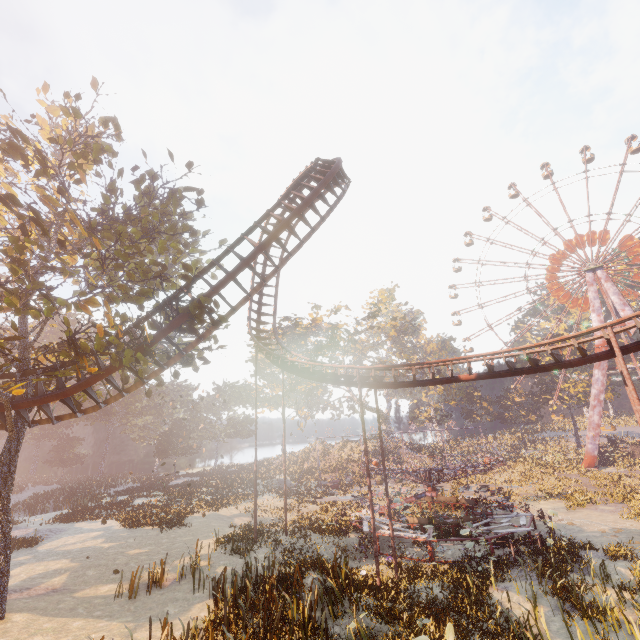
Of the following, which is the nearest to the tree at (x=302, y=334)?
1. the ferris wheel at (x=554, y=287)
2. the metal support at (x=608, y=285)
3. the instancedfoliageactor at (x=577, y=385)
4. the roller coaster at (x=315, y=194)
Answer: the roller coaster at (x=315, y=194)

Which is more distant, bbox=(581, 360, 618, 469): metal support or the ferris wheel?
the ferris wheel

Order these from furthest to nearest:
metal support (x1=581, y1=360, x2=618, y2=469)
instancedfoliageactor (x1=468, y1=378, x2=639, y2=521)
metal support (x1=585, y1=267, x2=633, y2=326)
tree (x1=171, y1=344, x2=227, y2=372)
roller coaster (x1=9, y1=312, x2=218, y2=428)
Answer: metal support (x1=585, y1=267, x2=633, y2=326)
metal support (x1=581, y1=360, x2=618, y2=469)
instancedfoliageactor (x1=468, y1=378, x2=639, y2=521)
tree (x1=171, y1=344, x2=227, y2=372)
roller coaster (x1=9, y1=312, x2=218, y2=428)

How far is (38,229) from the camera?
13.13m

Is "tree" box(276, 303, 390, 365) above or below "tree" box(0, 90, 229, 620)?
above

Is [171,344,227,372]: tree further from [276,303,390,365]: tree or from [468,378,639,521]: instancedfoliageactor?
[468,378,639,521]: instancedfoliageactor

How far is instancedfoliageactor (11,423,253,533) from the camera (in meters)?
26.23
